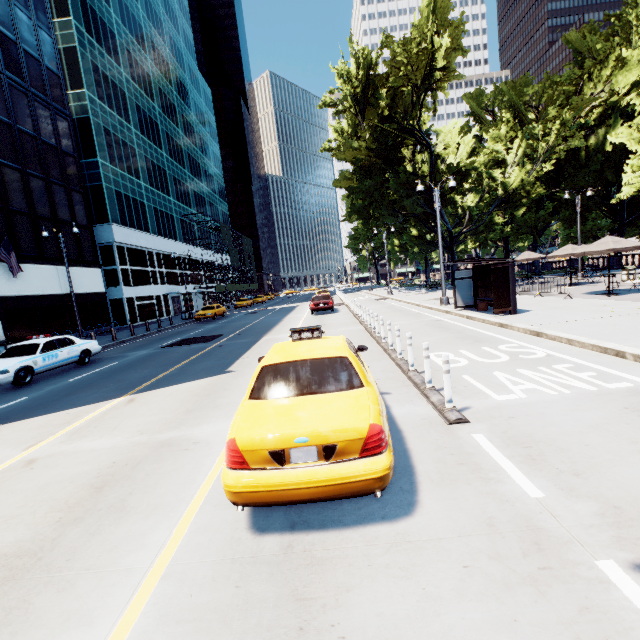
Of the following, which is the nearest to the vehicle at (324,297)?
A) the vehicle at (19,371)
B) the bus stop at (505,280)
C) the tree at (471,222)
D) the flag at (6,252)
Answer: the bus stop at (505,280)

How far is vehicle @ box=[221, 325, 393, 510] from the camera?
3.0 meters

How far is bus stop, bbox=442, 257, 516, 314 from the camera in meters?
13.0

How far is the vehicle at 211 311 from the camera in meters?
31.4 m

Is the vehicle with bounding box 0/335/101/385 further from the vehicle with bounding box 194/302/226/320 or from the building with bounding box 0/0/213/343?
the building with bounding box 0/0/213/343

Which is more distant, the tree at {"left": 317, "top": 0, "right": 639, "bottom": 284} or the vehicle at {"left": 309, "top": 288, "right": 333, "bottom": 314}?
the tree at {"left": 317, "top": 0, "right": 639, "bottom": 284}

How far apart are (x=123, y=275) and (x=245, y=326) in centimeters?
2146cm

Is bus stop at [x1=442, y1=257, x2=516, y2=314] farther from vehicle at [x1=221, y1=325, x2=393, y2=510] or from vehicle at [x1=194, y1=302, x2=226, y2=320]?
vehicle at [x1=194, y1=302, x2=226, y2=320]
